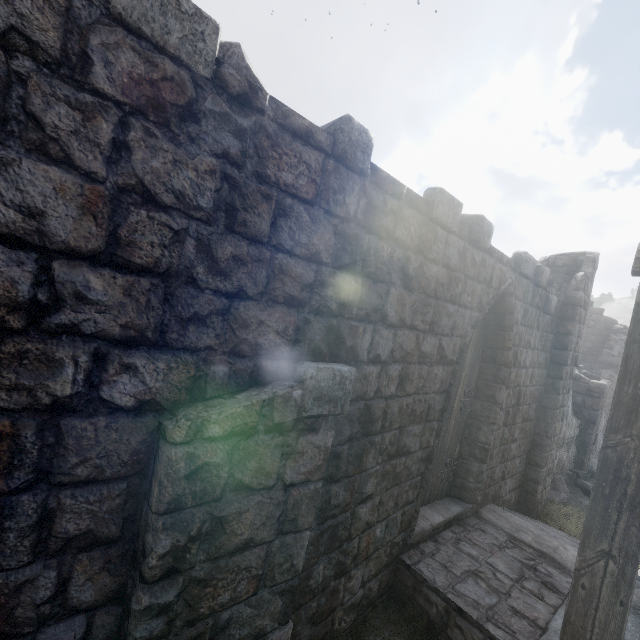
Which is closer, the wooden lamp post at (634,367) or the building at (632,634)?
the wooden lamp post at (634,367)

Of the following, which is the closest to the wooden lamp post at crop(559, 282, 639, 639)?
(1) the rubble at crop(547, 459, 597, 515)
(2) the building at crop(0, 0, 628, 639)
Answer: (2) the building at crop(0, 0, 628, 639)

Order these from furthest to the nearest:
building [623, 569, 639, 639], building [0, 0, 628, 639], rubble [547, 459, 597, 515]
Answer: rubble [547, 459, 597, 515] → building [623, 569, 639, 639] → building [0, 0, 628, 639]

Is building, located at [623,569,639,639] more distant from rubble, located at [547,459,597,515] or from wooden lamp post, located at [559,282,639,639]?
wooden lamp post, located at [559,282,639,639]

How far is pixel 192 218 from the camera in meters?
2.0

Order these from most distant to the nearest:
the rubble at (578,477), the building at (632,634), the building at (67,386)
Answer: the rubble at (578,477) < the building at (632,634) < the building at (67,386)

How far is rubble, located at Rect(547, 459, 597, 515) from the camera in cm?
933
